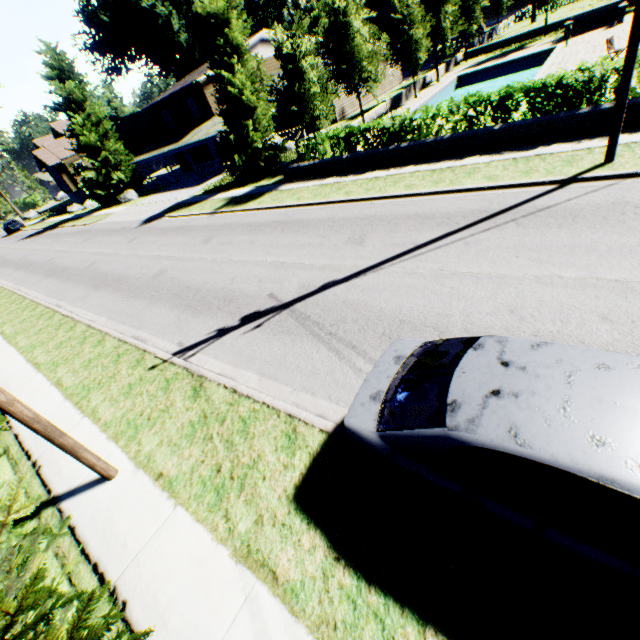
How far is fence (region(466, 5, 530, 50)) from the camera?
39.2 meters

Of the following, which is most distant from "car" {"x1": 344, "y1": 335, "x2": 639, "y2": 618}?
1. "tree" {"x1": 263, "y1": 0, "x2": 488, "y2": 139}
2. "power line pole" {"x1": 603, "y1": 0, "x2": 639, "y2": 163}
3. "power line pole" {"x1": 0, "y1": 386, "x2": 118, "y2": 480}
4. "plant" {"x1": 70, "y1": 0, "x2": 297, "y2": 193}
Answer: "plant" {"x1": 70, "y1": 0, "x2": 297, "y2": 193}

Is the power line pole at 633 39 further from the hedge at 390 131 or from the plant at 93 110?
the plant at 93 110

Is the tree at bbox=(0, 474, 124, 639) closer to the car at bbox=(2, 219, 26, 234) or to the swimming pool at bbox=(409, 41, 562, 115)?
the swimming pool at bbox=(409, 41, 562, 115)

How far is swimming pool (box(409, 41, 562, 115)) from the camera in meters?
24.8

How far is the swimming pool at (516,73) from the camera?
24.8 meters

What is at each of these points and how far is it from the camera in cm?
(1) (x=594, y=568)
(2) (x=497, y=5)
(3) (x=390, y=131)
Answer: (1) car, 231
(2) plant, 5134
(3) hedge, 1499

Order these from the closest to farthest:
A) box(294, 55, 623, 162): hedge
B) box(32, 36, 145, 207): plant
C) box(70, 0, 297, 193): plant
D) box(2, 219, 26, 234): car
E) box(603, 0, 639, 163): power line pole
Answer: box(603, 0, 639, 163): power line pole < box(294, 55, 623, 162): hedge < box(70, 0, 297, 193): plant < box(32, 36, 145, 207): plant < box(2, 219, 26, 234): car
